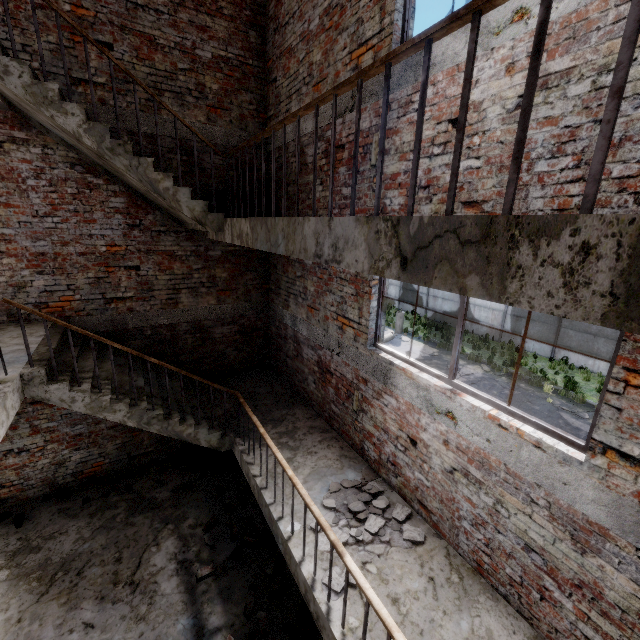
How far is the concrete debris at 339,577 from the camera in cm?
310

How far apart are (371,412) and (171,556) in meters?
4.1 m

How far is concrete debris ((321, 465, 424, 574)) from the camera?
3.6 meters

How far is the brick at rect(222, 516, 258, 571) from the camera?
5.02m

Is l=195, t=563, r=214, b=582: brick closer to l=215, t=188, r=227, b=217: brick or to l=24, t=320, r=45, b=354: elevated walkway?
l=24, t=320, r=45, b=354: elevated walkway

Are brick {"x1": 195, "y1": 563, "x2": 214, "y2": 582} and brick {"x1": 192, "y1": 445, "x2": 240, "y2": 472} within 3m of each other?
yes

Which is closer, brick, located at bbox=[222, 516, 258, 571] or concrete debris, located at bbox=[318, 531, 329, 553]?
concrete debris, located at bbox=[318, 531, 329, 553]
